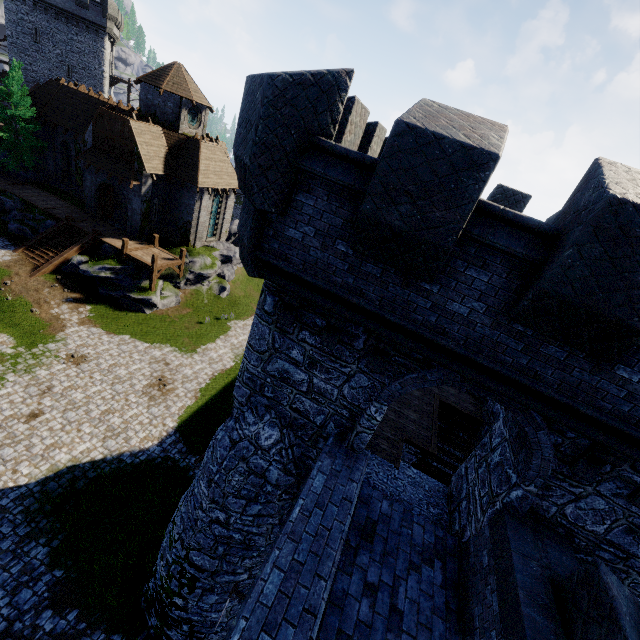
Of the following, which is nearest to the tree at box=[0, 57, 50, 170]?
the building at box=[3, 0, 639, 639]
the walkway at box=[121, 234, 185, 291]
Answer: the walkway at box=[121, 234, 185, 291]

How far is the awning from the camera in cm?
2548

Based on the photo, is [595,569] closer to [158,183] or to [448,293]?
[448,293]

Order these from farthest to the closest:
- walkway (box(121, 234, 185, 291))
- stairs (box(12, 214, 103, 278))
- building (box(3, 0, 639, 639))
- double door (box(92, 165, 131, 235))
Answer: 1. double door (box(92, 165, 131, 235))
2. walkway (box(121, 234, 185, 291))
3. stairs (box(12, 214, 103, 278))
4. building (box(3, 0, 639, 639))

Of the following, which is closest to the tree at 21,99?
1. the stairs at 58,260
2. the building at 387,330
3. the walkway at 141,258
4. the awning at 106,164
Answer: the awning at 106,164

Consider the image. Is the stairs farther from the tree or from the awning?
the tree

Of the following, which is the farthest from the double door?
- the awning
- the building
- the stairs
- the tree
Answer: the building

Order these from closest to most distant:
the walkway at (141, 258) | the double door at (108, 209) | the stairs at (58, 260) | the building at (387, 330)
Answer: the building at (387, 330) → the stairs at (58, 260) → the walkway at (141, 258) → the double door at (108, 209)
